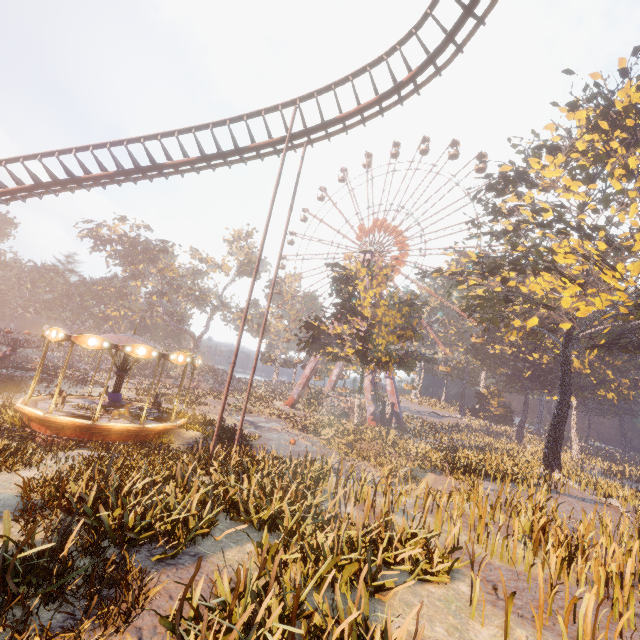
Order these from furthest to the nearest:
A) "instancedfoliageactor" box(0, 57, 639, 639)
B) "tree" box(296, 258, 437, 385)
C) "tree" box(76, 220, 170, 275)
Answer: "tree" box(76, 220, 170, 275) → "tree" box(296, 258, 437, 385) → "instancedfoliageactor" box(0, 57, 639, 639)

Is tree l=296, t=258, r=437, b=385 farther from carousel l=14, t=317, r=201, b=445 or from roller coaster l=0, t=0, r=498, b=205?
roller coaster l=0, t=0, r=498, b=205

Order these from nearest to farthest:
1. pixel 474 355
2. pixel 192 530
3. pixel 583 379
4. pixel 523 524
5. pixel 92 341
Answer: pixel 192 530 → pixel 523 524 → pixel 92 341 → pixel 583 379 → pixel 474 355

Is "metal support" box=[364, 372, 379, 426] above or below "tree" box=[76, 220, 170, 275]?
below

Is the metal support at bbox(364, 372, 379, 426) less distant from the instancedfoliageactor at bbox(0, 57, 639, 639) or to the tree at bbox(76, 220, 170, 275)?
the instancedfoliageactor at bbox(0, 57, 639, 639)

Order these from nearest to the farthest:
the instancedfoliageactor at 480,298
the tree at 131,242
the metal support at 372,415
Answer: the instancedfoliageactor at 480,298
the metal support at 372,415
the tree at 131,242

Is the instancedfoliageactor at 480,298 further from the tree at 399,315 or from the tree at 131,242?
the tree at 131,242

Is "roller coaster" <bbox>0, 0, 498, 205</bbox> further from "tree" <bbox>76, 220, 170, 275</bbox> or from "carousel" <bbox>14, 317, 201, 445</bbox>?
"tree" <bbox>76, 220, 170, 275</bbox>
